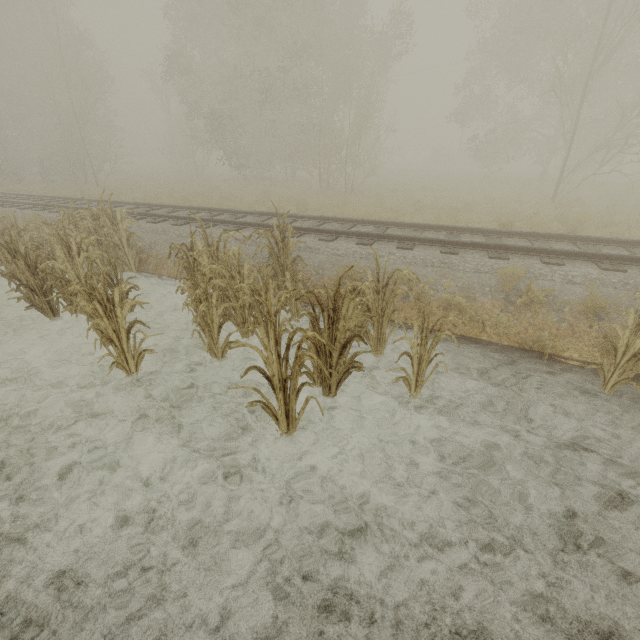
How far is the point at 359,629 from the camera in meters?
2.3 m

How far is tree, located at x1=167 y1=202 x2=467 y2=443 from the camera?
3.27m

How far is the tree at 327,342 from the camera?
3.27m
